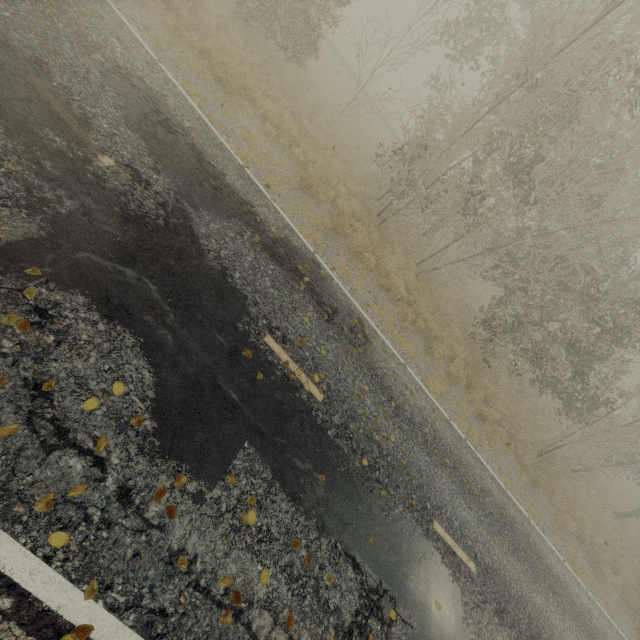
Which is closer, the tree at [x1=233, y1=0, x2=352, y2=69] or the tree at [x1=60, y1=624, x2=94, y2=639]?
the tree at [x1=60, y1=624, x2=94, y2=639]

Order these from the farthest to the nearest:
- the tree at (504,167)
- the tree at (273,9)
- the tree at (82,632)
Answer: the tree at (273,9), the tree at (504,167), the tree at (82,632)

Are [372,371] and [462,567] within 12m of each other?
yes

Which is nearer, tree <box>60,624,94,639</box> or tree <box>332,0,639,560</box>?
tree <box>60,624,94,639</box>

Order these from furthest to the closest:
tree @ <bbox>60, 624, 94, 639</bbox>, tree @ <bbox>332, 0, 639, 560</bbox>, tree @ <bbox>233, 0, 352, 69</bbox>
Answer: tree @ <bbox>233, 0, 352, 69</bbox> → tree @ <bbox>332, 0, 639, 560</bbox> → tree @ <bbox>60, 624, 94, 639</bbox>

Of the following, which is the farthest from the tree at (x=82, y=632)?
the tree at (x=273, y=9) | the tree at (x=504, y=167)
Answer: the tree at (x=504, y=167)

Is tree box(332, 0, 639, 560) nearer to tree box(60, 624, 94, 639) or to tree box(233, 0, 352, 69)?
tree box(60, 624, 94, 639)
